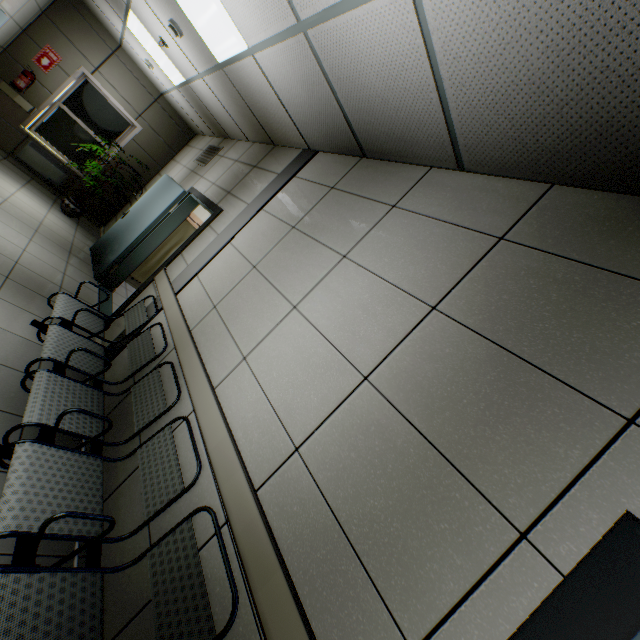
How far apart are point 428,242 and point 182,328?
2.1m

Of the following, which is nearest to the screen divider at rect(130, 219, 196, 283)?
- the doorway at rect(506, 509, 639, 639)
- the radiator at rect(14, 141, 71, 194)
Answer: the radiator at rect(14, 141, 71, 194)

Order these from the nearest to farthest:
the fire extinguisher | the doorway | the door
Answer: the doorway → the door → the fire extinguisher

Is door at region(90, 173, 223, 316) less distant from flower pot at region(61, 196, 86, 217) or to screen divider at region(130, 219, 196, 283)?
screen divider at region(130, 219, 196, 283)

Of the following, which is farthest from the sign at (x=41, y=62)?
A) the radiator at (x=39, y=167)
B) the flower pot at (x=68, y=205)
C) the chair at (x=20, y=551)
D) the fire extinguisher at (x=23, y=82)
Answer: the chair at (x=20, y=551)

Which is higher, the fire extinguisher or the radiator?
the fire extinguisher

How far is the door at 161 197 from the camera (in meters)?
4.00

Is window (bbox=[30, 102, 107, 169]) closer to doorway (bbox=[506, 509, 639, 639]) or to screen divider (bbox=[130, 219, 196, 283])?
screen divider (bbox=[130, 219, 196, 283])
